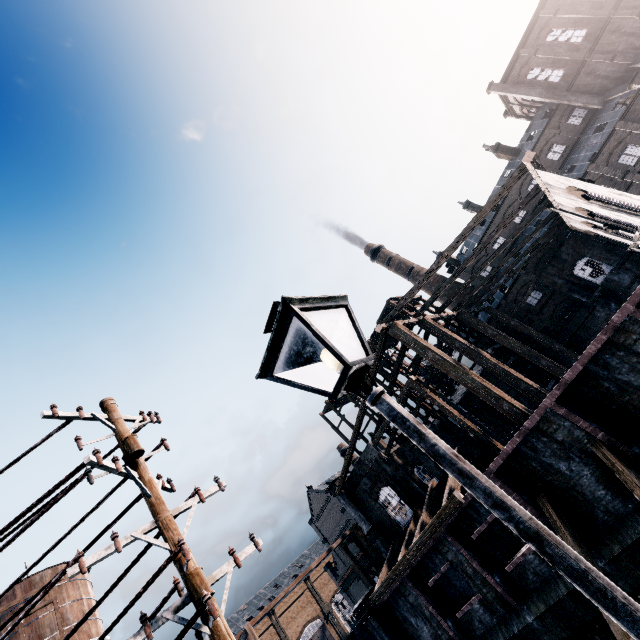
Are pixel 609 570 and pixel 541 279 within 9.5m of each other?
no

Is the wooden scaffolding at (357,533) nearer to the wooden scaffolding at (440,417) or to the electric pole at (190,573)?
the wooden scaffolding at (440,417)

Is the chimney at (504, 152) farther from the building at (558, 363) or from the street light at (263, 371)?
the street light at (263, 371)

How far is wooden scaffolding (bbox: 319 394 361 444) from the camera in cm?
3984

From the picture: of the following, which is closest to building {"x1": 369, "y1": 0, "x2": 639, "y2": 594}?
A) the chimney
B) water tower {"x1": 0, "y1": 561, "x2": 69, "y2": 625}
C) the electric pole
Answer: the chimney

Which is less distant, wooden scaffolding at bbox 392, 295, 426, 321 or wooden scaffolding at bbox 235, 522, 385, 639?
wooden scaffolding at bbox 235, 522, 385, 639

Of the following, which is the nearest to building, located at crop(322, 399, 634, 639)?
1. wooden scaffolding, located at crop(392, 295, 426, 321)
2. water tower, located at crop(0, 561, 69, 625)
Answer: wooden scaffolding, located at crop(392, 295, 426, 321)

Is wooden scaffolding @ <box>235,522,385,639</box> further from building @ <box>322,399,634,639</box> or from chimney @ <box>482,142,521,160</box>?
chimney @ <box>482,142,521,160</box>
